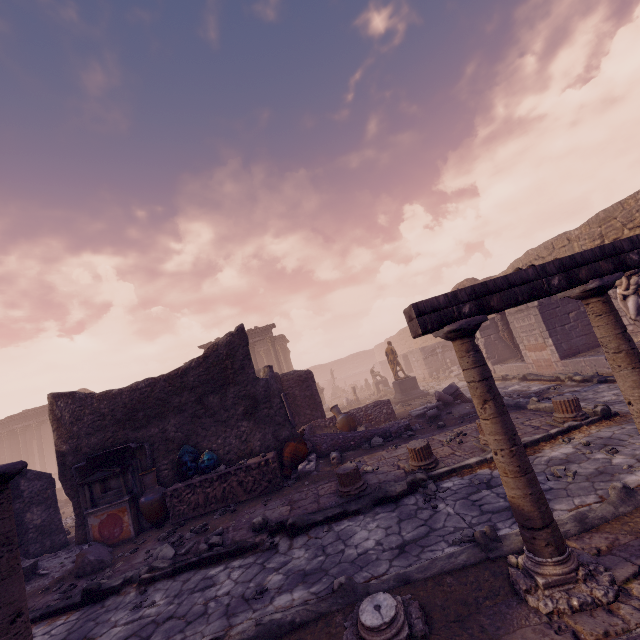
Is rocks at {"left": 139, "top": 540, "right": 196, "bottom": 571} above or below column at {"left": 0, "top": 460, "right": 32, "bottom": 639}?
below

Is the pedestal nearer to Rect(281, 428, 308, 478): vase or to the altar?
Rect(281, 428, 308, 478): vase

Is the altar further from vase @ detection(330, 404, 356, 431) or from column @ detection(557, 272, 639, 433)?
column @ detection(557, 272, 639, 433)

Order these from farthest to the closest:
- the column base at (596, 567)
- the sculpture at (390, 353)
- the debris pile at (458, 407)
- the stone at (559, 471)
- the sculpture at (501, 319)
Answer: the sculpture at (390, 353) < the sculpture at (501, 319) < the debris pile at (458, 407) < the stone at (559, 471) < the column base at (596, 567)

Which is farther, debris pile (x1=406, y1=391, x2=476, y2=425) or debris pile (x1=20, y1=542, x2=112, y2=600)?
debris pile (x1=406, y1=391, x2=476, y2=425)

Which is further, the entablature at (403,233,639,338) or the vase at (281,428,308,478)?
the vase at (281,428,308,478)

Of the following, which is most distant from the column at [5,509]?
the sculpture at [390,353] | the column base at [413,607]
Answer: the sculpture at [390,353]

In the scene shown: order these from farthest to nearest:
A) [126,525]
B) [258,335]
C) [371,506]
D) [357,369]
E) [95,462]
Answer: [357,369] → [258,335] → [95,462] → [126,525] → [371,506]
